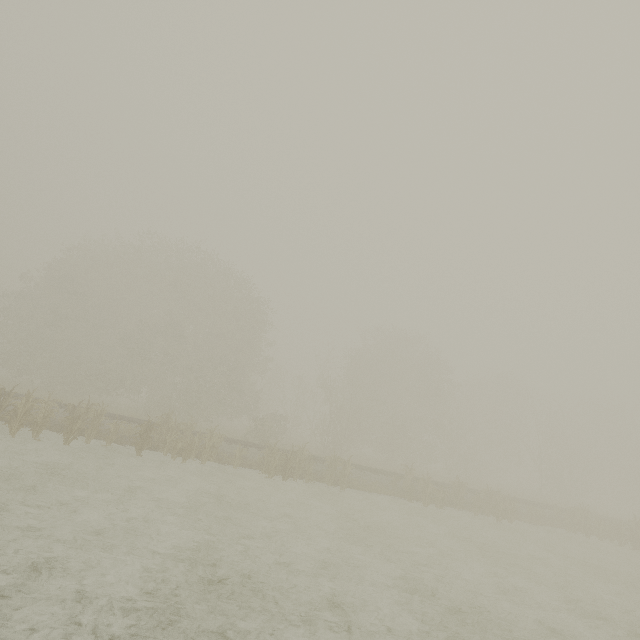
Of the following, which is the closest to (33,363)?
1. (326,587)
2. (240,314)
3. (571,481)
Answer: (240,314)
